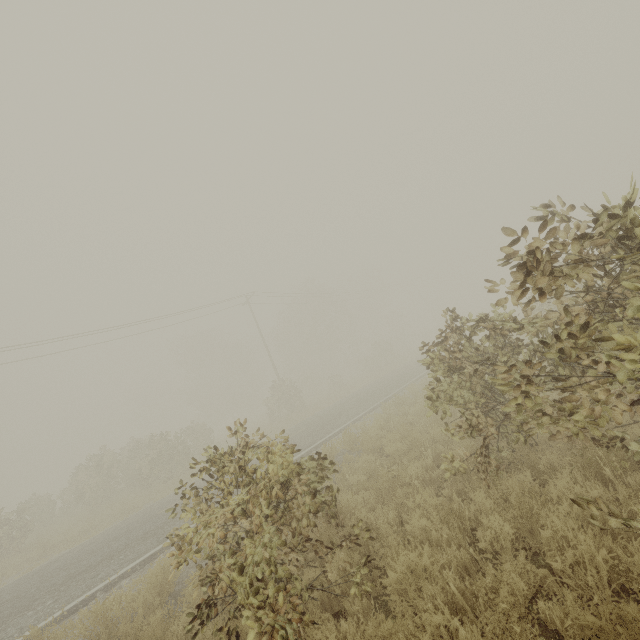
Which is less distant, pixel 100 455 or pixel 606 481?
pixel 606 481
